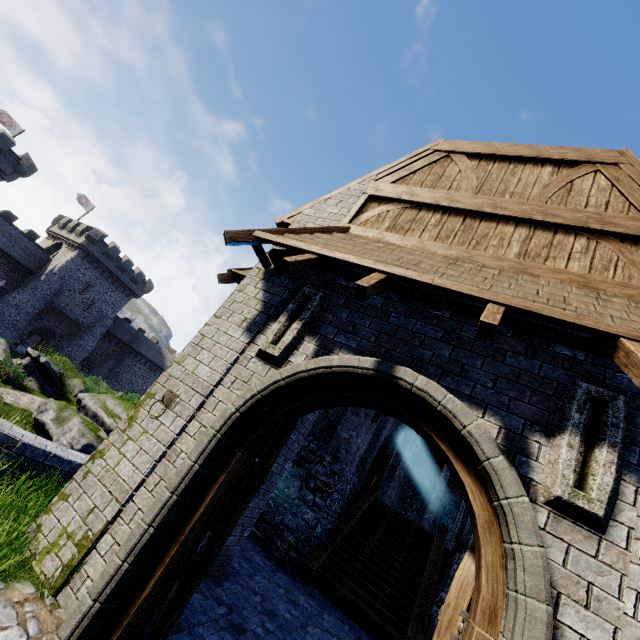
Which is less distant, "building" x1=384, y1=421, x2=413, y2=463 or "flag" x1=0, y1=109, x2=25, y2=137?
"building" x1=384, y1=421, x2=413, y2=463

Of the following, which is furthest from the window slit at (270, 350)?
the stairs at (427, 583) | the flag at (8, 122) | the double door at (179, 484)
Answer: the flag at (8, 122)

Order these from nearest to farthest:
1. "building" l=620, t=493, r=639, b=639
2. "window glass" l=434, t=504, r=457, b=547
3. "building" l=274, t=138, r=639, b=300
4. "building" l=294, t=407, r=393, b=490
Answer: "building" l=620, t=493, r=639, b=639 → "building" l=274, t=138, r=639, b=300 → "building" l=294, t=407, r=393, b=490 → "window glass" l=434, t=504, r=457, b=547

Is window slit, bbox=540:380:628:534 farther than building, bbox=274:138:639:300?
No

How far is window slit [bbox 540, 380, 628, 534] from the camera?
2.77m

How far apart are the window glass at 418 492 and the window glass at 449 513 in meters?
1.5

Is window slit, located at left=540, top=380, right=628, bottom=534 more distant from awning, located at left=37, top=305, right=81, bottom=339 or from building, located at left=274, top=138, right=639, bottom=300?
awning, located at left=37, top=305, right=81, bottom=339

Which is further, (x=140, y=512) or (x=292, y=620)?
(x=292, y=620)
